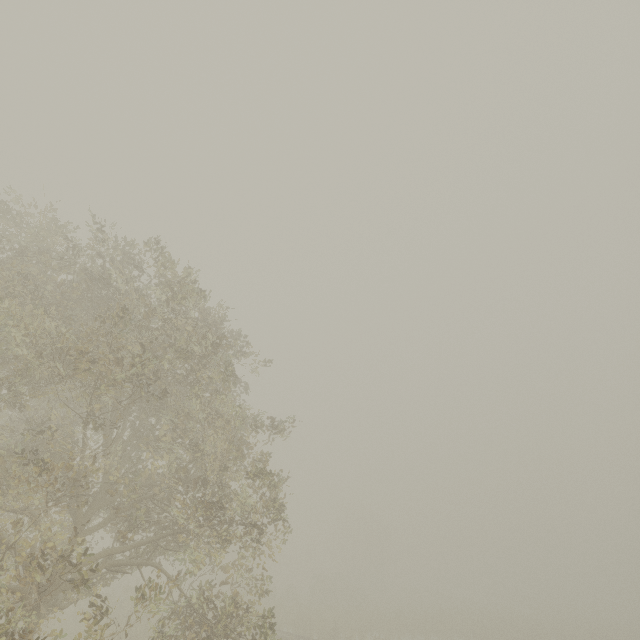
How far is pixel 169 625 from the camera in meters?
22.0 m
